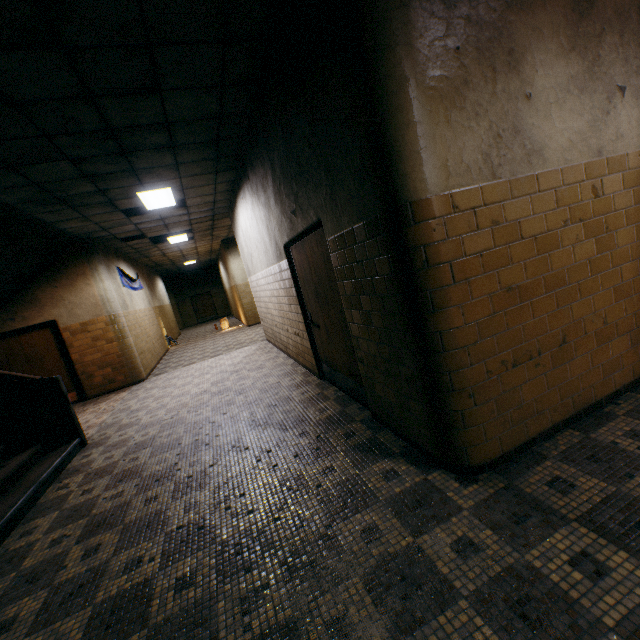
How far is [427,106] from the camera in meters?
2.0

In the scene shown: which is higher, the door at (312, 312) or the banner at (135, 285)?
the banner at (135, 285)

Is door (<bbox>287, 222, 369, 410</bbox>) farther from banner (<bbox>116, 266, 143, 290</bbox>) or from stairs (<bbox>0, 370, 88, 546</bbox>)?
banner (<bbox>116, 266, 143, 290</bbox>)

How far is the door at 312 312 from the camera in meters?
3.6

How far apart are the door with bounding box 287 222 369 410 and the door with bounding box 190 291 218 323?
22.0 meters

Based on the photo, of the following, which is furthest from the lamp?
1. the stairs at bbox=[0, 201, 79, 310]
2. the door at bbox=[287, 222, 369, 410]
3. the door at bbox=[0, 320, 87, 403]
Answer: the door at bbox=[0, 320, 87, 403]

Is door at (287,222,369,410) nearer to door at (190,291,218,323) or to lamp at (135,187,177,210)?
lamp at (135,187,177,210)

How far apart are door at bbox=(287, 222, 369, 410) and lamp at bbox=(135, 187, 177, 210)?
3.19m
